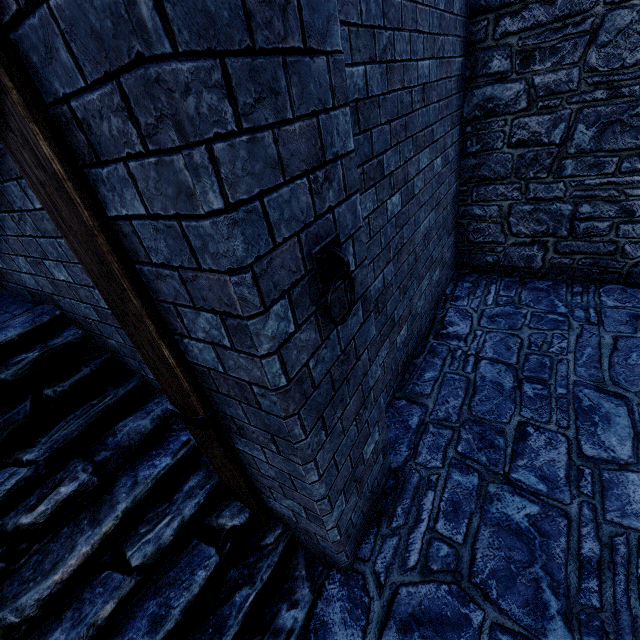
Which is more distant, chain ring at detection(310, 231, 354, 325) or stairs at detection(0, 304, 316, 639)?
stairs at detection(0, 304, 316, 639)

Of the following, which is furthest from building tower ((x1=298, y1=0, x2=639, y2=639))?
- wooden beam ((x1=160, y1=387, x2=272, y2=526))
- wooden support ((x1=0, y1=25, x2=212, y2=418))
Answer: wooden support ((x1=0, y1=25, x2=212, y2=418))

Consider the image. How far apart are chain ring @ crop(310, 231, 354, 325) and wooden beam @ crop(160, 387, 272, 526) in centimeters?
94cm

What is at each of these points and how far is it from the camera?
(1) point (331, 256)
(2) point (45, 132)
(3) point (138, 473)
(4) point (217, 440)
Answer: (1) chain ring, 1.5 meters
(2) wooden support, 1.1 meters
(3) stairs, 2.5 meters
(4) wooden beam, 2.0 meters

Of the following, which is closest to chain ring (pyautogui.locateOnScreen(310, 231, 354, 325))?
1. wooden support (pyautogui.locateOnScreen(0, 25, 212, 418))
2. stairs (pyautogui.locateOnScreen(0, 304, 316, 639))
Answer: wooden support (pyautogui.locateOnScreen(0, 25, 212, 418))

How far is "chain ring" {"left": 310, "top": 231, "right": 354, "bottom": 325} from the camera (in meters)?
1.42

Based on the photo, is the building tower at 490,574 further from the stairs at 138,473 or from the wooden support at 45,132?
the wooden support at 45,132

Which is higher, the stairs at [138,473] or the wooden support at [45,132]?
the wooden support at [45,132]
